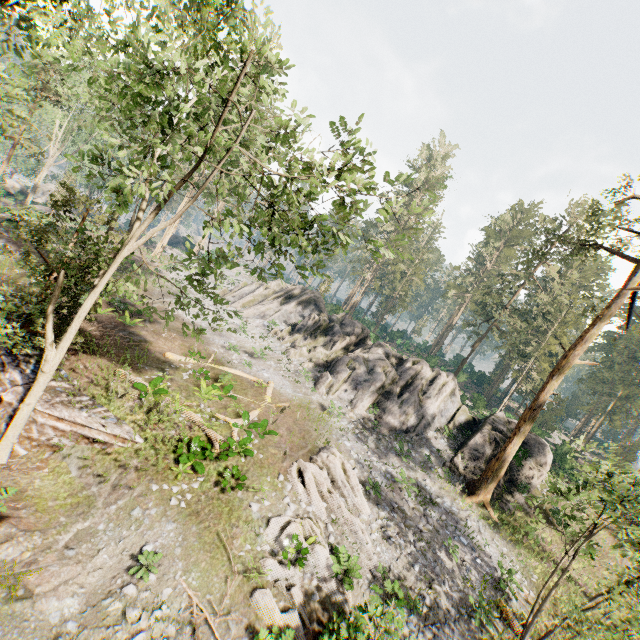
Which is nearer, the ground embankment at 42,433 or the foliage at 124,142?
the foliage at 124,142

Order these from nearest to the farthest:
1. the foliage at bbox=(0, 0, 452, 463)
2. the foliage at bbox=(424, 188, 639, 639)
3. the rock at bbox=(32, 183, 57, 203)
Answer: the foliage at bbox=(0, 0, 452, 463) < the foliage at bbox=(424, 188, 639, 639) < the rock at bbox=(32, 183, 57, 203)

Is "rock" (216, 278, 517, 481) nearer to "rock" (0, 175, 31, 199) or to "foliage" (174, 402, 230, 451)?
"foliage" (174, 402, 230, 451)

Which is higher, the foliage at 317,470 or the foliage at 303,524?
the foliage at 317,470

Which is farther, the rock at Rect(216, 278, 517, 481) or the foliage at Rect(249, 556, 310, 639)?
the rock at Rect(216, 278, 517, 481)

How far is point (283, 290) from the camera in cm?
3844

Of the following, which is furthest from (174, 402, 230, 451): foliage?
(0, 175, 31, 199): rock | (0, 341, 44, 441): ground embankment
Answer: (0, 175, 31, 199): rock
